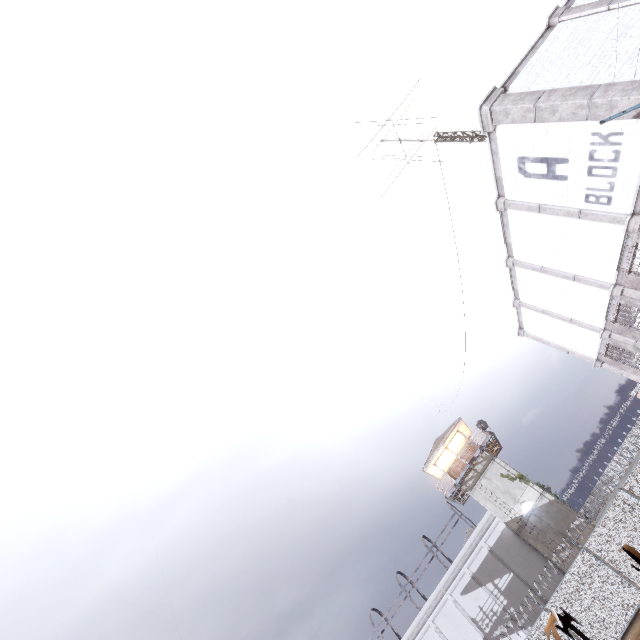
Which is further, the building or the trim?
the building

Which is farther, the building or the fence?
the building

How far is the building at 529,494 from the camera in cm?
2406

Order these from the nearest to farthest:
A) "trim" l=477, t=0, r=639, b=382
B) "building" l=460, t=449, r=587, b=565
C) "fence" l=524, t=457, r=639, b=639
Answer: "trim" l=477, t=0, r=639, b=382
"fence" l=524, t=457, r=639, b=639
"building" l=460, t=449, r=587, b=565

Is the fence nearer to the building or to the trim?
the trim

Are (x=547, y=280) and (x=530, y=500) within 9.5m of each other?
no

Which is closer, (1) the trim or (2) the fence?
(1) the trim

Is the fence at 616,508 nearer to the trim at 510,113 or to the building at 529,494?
the trim at 510,113
